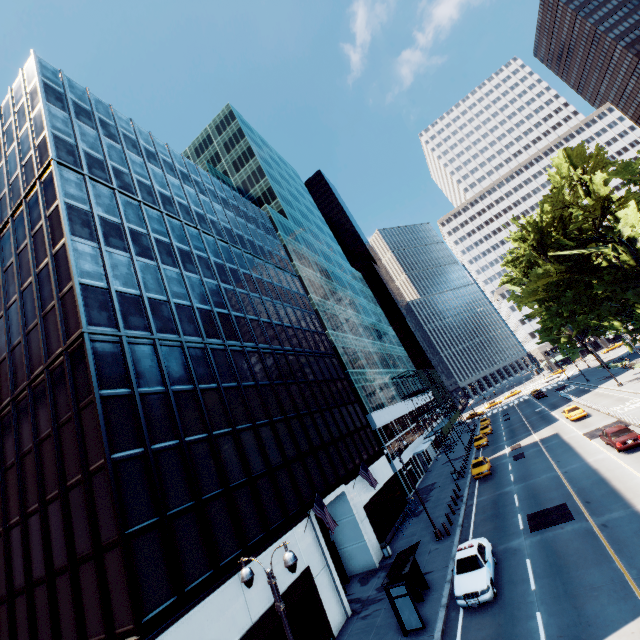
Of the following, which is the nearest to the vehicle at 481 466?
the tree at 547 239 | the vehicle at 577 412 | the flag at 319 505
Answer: the vehicle at 577 412

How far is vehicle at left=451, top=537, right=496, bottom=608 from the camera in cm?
1530

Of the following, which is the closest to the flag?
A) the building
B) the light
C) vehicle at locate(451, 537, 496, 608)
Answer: the building

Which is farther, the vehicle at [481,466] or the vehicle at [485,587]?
the vehicle at [481,466]

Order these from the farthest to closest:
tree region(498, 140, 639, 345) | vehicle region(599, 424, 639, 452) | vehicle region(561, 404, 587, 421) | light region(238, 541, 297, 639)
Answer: vehicle region(561, 404, 587, 421) → tree region(498, 140, 639, 345) → vehicle region(599, 424, 639, 452) → light region(238, 541, 297, 639)

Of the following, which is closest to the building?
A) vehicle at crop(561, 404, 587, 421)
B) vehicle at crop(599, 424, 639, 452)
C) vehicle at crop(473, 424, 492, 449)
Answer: vehicle at crop(473, 424, 492, 449)

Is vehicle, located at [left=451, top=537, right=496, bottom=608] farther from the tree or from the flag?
the tree

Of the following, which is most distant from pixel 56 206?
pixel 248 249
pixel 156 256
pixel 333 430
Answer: pixel 333 430
